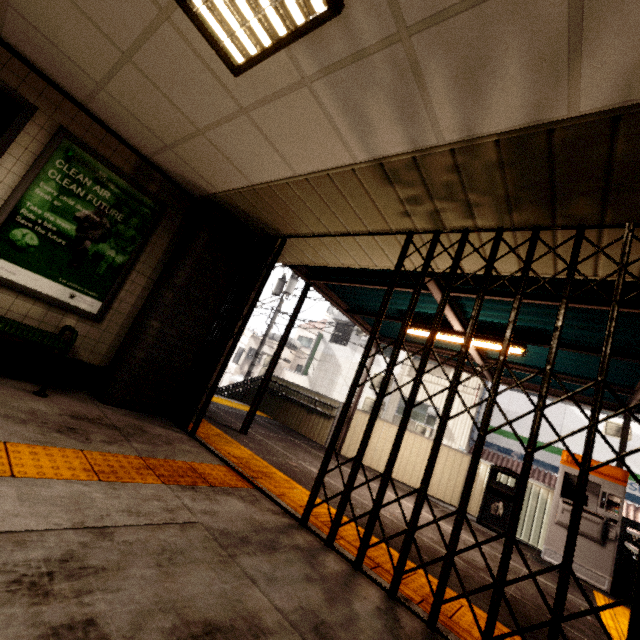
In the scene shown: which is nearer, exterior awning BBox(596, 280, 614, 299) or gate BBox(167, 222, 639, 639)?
gate BBox(167, 222, 639, 639)

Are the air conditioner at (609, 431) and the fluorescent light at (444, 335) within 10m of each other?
no

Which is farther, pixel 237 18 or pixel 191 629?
pixel 237 18

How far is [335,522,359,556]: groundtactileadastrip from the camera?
2.6 meters

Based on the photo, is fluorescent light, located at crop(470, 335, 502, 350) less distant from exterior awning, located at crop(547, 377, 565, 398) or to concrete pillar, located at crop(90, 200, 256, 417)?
exterior awning, located at crop(547, 377, 565, 398)

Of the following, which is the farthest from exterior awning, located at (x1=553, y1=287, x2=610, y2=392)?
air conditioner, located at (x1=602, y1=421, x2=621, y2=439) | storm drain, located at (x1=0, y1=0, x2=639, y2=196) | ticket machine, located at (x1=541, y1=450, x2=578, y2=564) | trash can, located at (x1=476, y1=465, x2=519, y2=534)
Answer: air conditioner, located at (x1=602, y1=421, x2=621, y2=439)

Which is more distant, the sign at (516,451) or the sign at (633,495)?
the sign at (516,451)

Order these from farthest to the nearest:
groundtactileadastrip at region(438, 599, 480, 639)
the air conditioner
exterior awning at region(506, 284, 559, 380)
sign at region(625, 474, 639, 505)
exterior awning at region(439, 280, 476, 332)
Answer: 1. the air conditioner
2. sign at region(625, 474, 639, 505)
3. exterior awning at region(439, 280, 476, 332)
4. exterior awning at region(506, 284, 559, 380)
5. groundtactileadastrip at region(438, 599, 480, 639)
